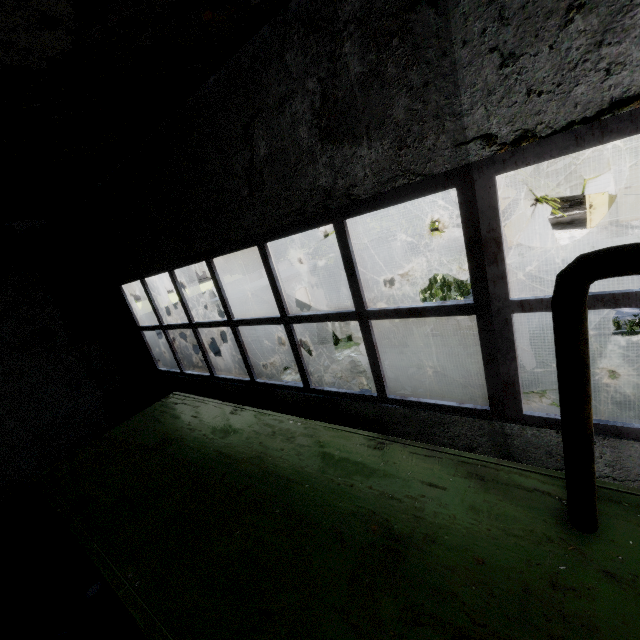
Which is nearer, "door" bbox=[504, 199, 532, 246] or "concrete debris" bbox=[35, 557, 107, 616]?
"concrete debris" bbox=[35, 557, 107, 616]

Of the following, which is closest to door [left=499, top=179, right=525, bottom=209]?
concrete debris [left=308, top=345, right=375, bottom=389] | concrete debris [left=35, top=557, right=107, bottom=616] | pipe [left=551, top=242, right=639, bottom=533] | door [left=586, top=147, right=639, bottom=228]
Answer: door [left=586, top=147, right=639, bottom=228]

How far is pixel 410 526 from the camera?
2.1m

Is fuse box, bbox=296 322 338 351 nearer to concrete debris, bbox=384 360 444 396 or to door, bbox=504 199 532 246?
concrete debris, bbox=384 360 444 396

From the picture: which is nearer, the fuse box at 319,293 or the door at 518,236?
the fuse box at 319,293

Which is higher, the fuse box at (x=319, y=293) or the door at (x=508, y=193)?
the door at (x=508, y=193)

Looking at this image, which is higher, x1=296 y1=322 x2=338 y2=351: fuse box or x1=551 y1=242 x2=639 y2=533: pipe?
x1=551 y1=242 x2=639 y2=533: pipe

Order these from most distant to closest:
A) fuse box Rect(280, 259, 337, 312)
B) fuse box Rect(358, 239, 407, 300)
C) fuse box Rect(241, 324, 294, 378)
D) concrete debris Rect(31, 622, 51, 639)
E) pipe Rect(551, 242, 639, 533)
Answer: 1. fuse box Rect(358, 239, 407, 300)
2. fuse box Rect(280, 259, 337, 312)
3. fuse box Rect(241, 324, 294, 378)
4. concrete debris Rect(31, 622, 51, 639)
5. pipe Rect(551, 242, 639, 533)
